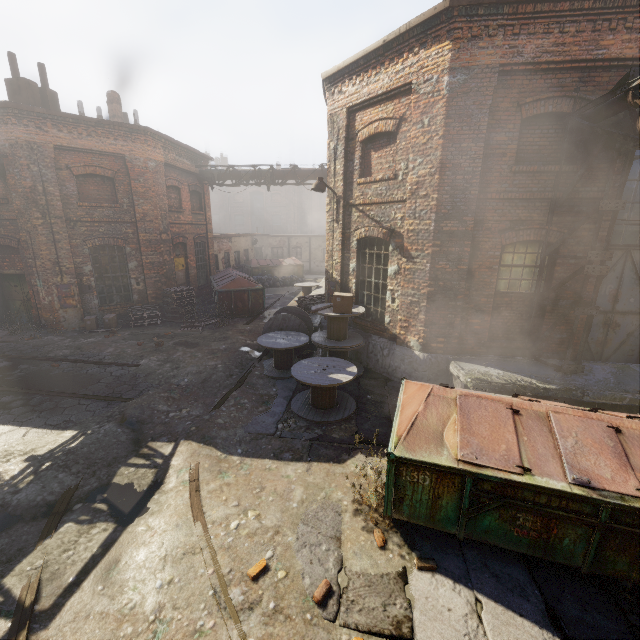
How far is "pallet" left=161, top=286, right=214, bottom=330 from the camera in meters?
13.6 m

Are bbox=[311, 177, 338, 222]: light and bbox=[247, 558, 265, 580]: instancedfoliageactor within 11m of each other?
yes

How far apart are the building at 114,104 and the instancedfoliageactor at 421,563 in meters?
20.9

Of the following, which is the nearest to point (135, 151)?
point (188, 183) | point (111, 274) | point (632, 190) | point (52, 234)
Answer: point (188, 183)

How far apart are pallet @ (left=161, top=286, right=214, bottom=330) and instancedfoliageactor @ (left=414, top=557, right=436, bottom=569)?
13.1m

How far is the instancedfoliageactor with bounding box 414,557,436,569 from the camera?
4.01m

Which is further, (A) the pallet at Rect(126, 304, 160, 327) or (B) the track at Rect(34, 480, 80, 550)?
(A) the pallet at Rect(126, 304, 160, 327)

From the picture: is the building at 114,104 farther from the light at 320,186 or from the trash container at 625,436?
the trash container at 625,436
